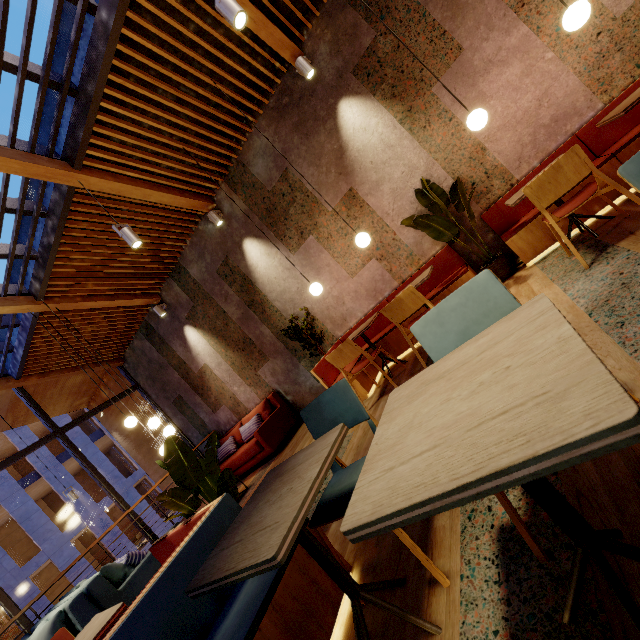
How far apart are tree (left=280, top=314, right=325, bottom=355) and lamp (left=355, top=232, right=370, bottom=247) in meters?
1.9 m

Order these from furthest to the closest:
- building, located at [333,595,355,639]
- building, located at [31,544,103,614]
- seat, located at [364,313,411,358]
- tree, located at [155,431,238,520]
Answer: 1. building, located at [31,544,103,614]
2. seat, located at [364,313,411,358]
3. tree, located at [155,431,238,520]
4. building, located at [333,595,355,639]

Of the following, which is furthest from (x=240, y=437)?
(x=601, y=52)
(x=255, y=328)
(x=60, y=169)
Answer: (x=601, y=52)

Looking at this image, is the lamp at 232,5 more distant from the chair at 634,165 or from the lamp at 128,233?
the chair at 634,165

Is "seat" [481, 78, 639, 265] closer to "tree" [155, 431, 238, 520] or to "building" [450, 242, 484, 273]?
"building" [450, 242, 484, 273]

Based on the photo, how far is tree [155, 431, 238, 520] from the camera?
2.38m

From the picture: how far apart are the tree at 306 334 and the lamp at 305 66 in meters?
3.6

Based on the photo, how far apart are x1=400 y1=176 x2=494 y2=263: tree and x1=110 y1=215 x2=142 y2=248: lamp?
3.5m
